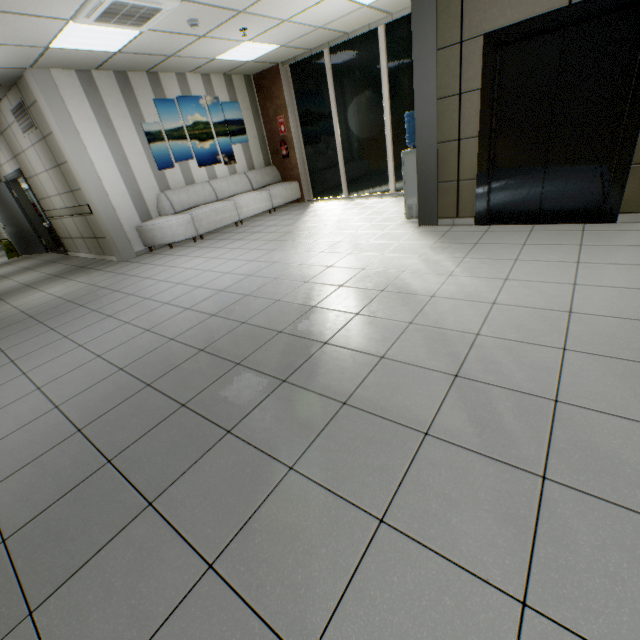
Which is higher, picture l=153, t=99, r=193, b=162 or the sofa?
picture l=153, t=99, r=193, b=162

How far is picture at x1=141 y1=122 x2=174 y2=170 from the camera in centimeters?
671cm

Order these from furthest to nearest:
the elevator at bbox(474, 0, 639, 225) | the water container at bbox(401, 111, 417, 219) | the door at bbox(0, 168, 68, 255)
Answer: the door at bbox(0, 168, 68, 255) → the water container at bbox(401, 111, 417, 219) → the elevator at bbox(474, 0, 639, 225)

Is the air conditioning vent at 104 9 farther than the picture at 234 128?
No

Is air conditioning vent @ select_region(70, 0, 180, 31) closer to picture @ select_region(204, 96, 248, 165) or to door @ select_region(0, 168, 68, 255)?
picture @ select_region(204, 96, 248, 165)

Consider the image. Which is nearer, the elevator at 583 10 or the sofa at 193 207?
the elevator at 583 10

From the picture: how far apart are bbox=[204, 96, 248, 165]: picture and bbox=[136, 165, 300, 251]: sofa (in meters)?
0.27

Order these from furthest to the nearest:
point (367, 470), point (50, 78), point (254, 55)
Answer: point (254, 55) < point (50, 78) < point (367, 470)
